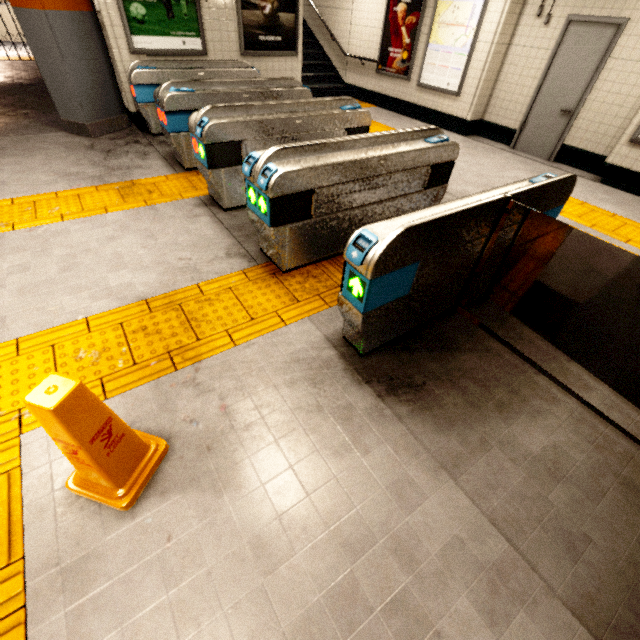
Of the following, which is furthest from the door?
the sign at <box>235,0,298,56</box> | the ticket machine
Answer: the ticket machine

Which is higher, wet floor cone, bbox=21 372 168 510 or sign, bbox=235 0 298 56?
sign, bbox=235 0 298 56

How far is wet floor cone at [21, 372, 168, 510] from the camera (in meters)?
1.26

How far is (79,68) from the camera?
5.2m

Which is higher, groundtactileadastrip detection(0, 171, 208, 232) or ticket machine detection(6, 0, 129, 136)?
ticket machine detection(6, 0, 129, 136)

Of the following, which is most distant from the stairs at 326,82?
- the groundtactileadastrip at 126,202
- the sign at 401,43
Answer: the sign at 401,43

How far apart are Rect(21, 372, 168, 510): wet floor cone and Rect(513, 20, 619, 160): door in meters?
8.2 m

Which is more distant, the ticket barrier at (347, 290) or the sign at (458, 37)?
the sign at (458, 37)
